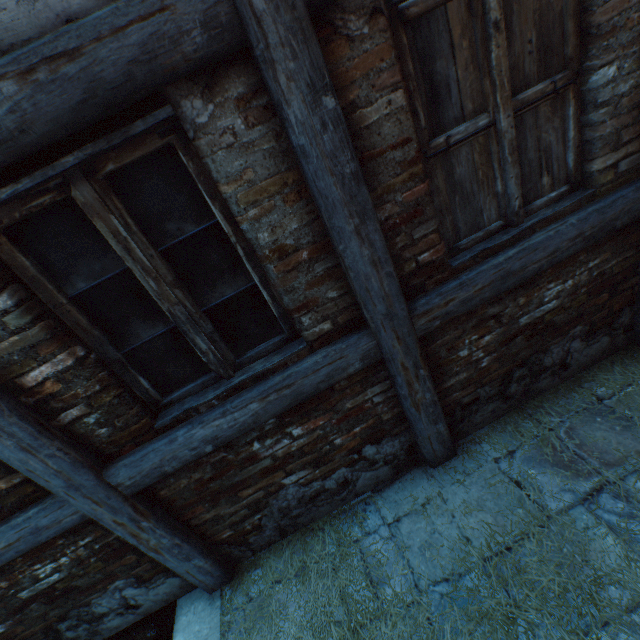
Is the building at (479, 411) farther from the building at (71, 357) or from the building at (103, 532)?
the building at (103, 532)

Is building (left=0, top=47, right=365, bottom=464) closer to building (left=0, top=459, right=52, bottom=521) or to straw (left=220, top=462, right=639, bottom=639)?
building (left=0, top=459, right=52, bottom=521)

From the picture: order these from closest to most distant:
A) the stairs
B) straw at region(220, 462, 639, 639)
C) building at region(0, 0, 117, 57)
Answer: building at region(0, 0, 117, 57) < straw at region(220, 462, 639, 639) < the stairs

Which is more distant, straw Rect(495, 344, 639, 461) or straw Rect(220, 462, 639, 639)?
straw Rect(495, 344, 639, 461)

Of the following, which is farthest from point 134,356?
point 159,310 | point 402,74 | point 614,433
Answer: point 614,433

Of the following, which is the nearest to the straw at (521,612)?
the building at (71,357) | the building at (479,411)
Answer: the building at (479,411)

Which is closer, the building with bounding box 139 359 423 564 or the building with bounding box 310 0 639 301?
the building with bounding box 310 0 639 301

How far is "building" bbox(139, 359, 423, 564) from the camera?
2.1m
